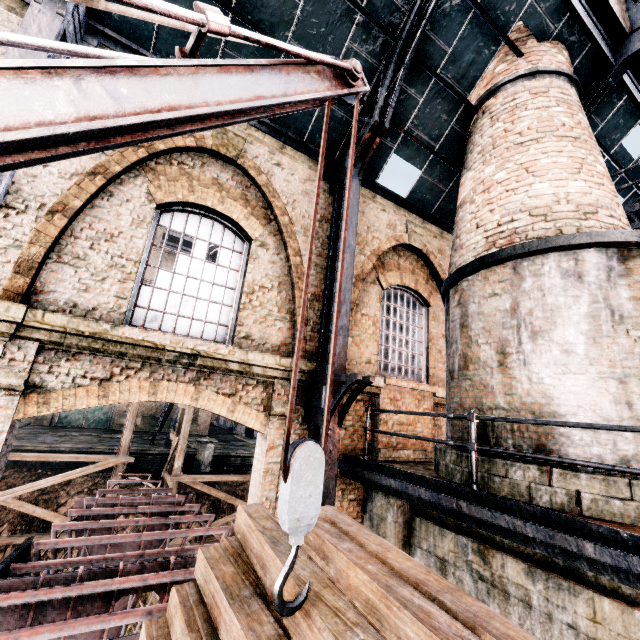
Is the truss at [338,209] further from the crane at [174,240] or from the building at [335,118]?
the crane at [174,240]

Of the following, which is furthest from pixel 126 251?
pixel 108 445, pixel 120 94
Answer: pixel 108 445

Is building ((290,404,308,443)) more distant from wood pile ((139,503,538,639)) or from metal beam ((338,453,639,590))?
wood pile ((139,503,538,639))

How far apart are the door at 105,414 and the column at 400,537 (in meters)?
29.74

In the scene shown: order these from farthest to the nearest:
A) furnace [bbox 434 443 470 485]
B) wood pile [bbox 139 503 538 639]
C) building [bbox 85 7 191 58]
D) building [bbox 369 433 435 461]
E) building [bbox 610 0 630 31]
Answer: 1. building [bbox 610 0 630 31]
2. building [bbox 369 433 435 461]
3. building [bbox 85 7 191 58]
4. furnace [bbox 434 443 470 485]
5. wood pile [bbox 139 503 538 639]

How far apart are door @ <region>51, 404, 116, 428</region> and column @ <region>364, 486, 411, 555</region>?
29.7m

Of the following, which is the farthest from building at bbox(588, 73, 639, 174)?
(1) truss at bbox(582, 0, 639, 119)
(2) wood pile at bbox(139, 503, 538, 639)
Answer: (2) wood pile at bbox(139, 503, 538, 639)

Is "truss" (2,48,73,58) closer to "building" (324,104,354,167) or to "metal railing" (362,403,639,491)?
"building" (324,104,354,167)
